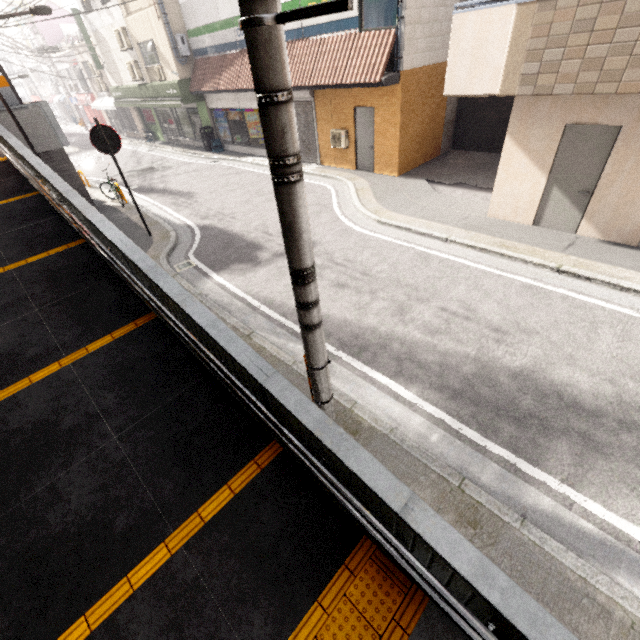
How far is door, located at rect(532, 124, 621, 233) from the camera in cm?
613

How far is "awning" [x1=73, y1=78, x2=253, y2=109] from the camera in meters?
15.8

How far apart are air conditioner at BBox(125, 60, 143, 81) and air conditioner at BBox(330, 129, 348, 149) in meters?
13.3 m

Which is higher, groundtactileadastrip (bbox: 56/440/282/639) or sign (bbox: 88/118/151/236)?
sign (bbox: 88/118/151/236)

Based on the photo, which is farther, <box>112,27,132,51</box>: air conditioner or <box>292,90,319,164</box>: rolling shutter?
<box>112,27,132,51</box>: air conditioner

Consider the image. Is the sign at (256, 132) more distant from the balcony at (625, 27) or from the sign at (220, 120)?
the balcony at (625, 27)

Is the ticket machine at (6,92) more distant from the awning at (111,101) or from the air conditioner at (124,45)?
the air conditioner at (124,45)

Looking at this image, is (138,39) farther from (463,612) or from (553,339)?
(463,612)
